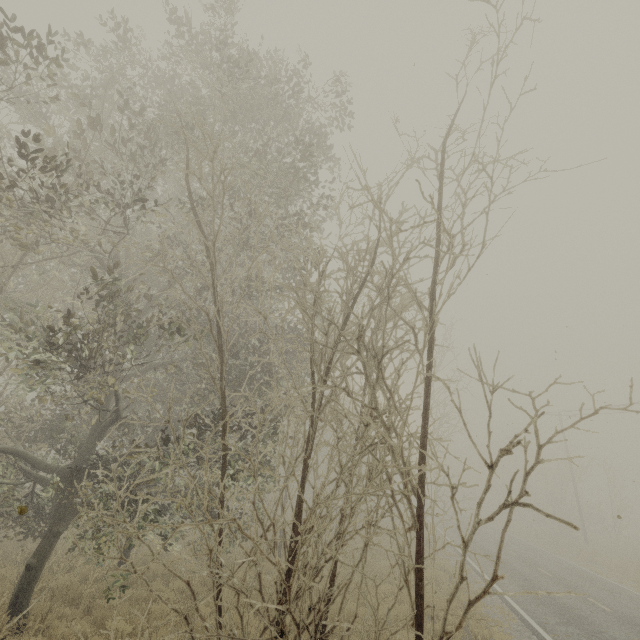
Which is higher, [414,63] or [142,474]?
[414,63]
